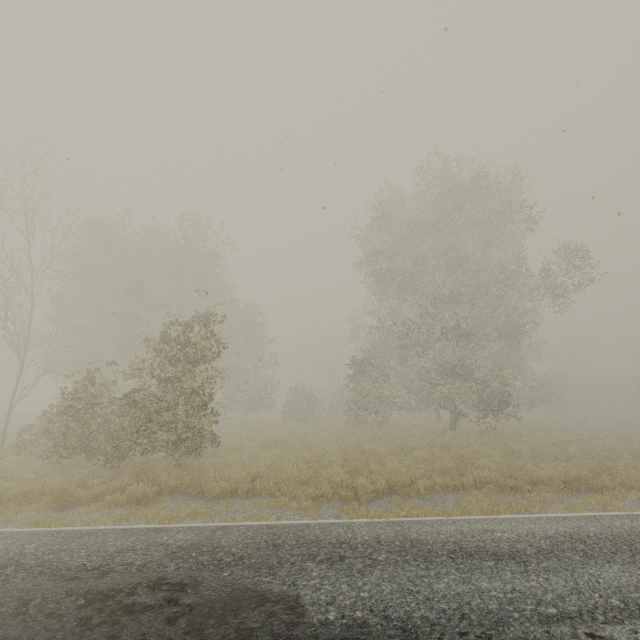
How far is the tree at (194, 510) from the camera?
6.74m

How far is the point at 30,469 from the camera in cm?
1065

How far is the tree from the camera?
6.7m
